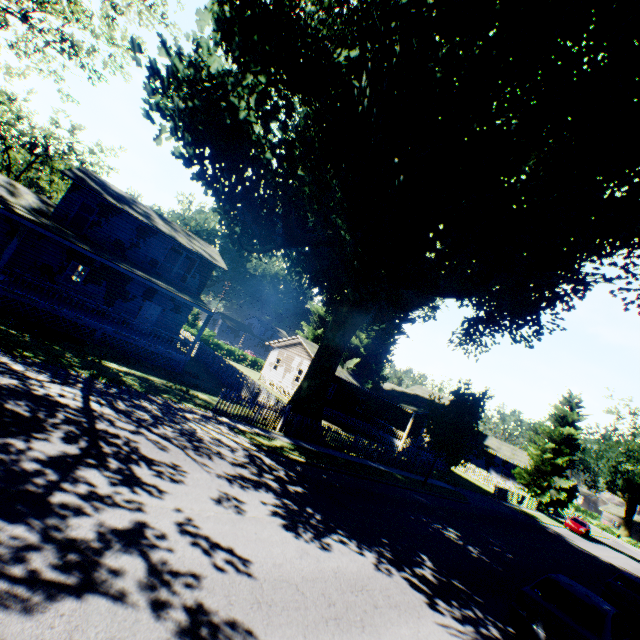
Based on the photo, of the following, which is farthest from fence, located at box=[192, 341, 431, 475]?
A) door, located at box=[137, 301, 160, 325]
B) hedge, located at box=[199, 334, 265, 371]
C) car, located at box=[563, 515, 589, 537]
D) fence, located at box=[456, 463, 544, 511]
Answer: car, located at box=[563, 515, 589, 537]

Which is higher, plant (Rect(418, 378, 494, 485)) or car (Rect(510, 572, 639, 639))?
plant (Rect(418, 378, 494, 485))

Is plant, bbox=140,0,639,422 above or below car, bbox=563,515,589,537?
above

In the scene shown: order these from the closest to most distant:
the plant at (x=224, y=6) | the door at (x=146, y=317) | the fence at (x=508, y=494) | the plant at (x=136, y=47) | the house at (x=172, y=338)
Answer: the plant at (x=224, y=6)
the house at (x=172, y=338)
the plant at (x=136, y=47)
the door at (x=146, y=317)
the fence at (x=508, y=494)

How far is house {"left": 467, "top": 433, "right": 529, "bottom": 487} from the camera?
47.0 meters

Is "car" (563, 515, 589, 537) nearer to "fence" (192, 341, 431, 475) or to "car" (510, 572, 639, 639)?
"fence" (192, 341, 431, 475)

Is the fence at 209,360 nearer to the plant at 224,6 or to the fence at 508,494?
the plant at 224,6

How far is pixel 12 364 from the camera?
9.95m
